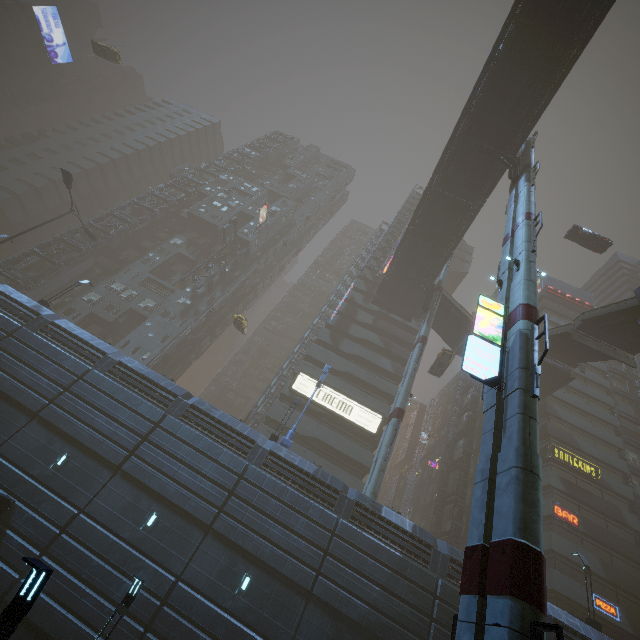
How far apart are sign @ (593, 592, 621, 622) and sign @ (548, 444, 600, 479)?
10.38m

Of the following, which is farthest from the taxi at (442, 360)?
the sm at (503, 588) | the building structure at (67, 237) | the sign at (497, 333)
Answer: the building structure at (67, 237)

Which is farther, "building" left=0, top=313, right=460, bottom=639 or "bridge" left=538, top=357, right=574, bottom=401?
"bridge" left=538, top=357, right=574, bottom=401

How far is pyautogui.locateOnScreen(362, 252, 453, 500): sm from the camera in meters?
22.9 m

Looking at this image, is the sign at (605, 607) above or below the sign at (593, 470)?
below

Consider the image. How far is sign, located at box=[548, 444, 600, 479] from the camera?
33.7 meters

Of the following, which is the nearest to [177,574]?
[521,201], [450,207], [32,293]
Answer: [521,201]

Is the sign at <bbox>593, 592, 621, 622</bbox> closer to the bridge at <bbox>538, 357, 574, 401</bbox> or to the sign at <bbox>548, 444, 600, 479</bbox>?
the sign at <bbox>548, 444, 600, 479</bbox>
